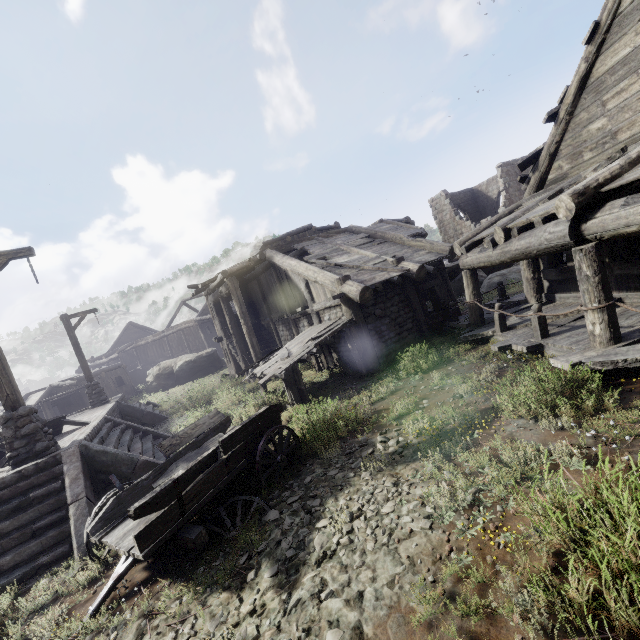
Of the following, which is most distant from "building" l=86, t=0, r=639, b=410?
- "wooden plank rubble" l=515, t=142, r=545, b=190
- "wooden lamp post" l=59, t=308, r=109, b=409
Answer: "wooden lamp post" l=59, t=308, r=109, b=409

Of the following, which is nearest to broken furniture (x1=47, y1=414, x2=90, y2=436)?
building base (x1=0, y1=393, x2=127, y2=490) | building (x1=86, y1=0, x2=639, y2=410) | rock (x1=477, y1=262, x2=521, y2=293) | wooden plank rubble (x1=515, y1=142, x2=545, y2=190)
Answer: building base (x1=0, y1=393, x2=127, y2=490)

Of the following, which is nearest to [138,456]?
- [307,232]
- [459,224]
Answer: [307,232]

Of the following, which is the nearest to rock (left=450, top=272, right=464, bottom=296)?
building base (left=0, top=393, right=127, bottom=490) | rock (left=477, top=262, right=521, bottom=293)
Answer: rock (left=477, top=262, right=521, bottom=293)

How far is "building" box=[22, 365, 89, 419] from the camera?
22.11m

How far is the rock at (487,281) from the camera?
16.9m

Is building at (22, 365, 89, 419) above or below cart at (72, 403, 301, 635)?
above

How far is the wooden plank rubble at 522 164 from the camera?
8.7m
